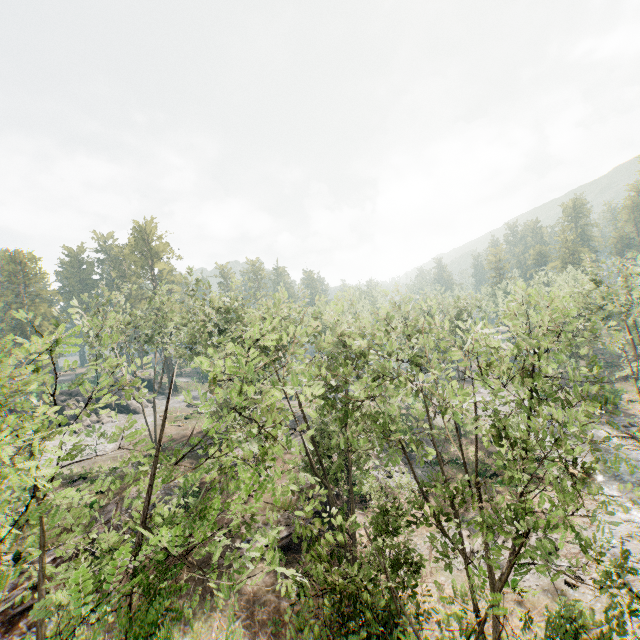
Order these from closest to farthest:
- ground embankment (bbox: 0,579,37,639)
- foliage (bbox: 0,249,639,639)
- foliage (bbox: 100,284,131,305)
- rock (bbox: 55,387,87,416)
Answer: foliage (bbox: 0,249,639,639)
ground embankment (bbox: 0,579,37,639)
foliage (bbox: 100,284,131,305)
rock (bbox: 55,387,87,416)

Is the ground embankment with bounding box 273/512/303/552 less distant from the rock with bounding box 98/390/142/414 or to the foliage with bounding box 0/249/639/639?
the foliage with bounding box 0/249/639/639

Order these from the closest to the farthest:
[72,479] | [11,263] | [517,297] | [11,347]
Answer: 1. [11,347]
2. [72,479]
3. [517,297]
4. [11,263]

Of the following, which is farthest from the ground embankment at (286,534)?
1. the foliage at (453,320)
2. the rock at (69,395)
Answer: the rock at (69,395)

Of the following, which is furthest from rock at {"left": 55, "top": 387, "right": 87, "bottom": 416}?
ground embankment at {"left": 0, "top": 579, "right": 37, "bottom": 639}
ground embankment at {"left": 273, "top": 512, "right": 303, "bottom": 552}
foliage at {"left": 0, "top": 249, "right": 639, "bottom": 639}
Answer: ground embankment at {"left": 273, "top": 512, "right": 303, "bottom": 552}

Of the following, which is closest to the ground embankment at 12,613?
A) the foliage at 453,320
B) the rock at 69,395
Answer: the foliage at 453,320

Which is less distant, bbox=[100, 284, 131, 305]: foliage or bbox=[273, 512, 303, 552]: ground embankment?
bbox=[273, 512, 303, 552]: ground embankment
